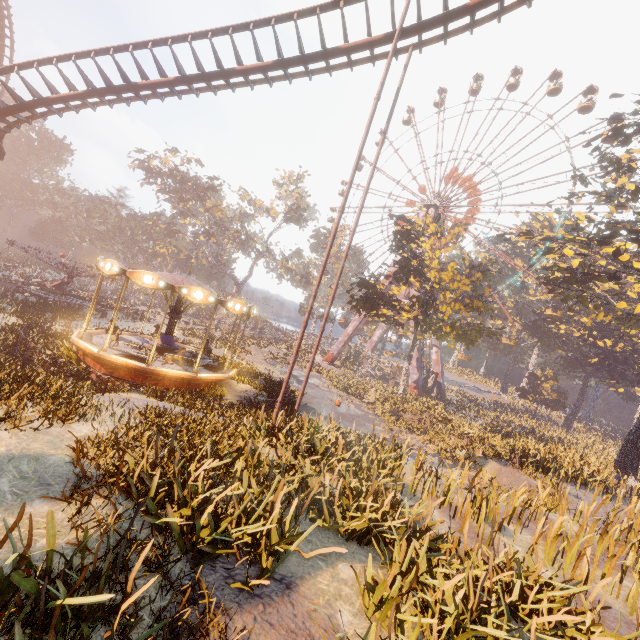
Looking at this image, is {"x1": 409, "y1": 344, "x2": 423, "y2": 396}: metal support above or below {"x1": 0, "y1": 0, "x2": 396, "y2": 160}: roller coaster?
below

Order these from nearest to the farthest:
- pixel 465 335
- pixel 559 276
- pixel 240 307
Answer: pixel 240 307 → pixel 465 335 → pixel 559 276

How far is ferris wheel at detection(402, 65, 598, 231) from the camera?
39.50m

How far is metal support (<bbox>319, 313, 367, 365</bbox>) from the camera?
48.5 meters

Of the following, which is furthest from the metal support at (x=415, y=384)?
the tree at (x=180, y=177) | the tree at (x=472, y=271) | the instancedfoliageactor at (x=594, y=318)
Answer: the tree at (x=180, y=177)

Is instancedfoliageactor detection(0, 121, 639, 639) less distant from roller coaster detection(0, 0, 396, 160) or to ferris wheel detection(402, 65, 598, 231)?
roller coaster detection(0, 0, 396, 160)

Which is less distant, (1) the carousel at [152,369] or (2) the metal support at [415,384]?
(1) the carousel at [152,369]

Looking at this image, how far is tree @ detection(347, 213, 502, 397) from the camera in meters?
26.7
